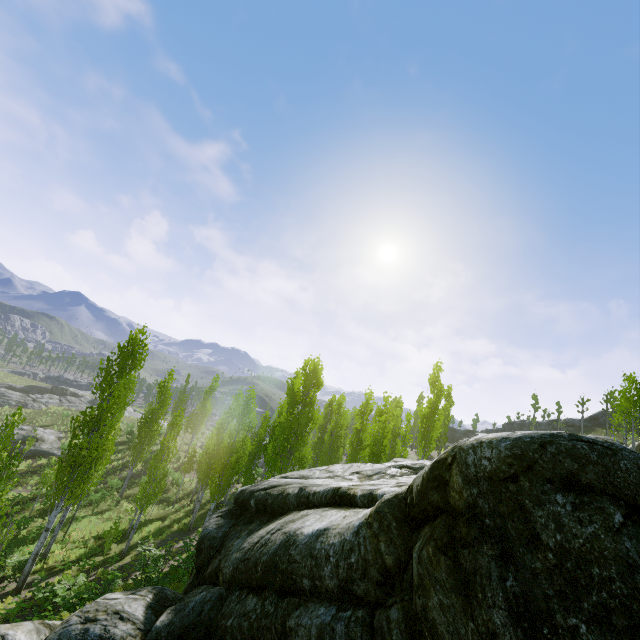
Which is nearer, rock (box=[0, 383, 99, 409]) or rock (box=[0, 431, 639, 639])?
rock (box=[0, 431, 639, 639])

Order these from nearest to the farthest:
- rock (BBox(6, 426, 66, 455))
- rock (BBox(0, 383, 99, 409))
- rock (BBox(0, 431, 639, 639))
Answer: rock (BBox(0, 431, 639, 639)) < rock (BBox(6, 426, 66, 455)) < rock (BBox(0, 383, 99, 409))

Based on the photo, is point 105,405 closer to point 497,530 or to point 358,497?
point 358,497

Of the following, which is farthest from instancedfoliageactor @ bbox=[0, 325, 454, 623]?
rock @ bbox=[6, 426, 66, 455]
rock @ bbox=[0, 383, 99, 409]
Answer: rock @ bbox=[6, 426, 66, 455]

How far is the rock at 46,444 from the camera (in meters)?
34.99

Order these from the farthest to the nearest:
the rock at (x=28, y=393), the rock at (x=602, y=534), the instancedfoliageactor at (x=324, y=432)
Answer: the rock at (x=28, y=393)
the instancedfoliageactor at (x=324, y=432)
the rock at (x=602, y=534)
